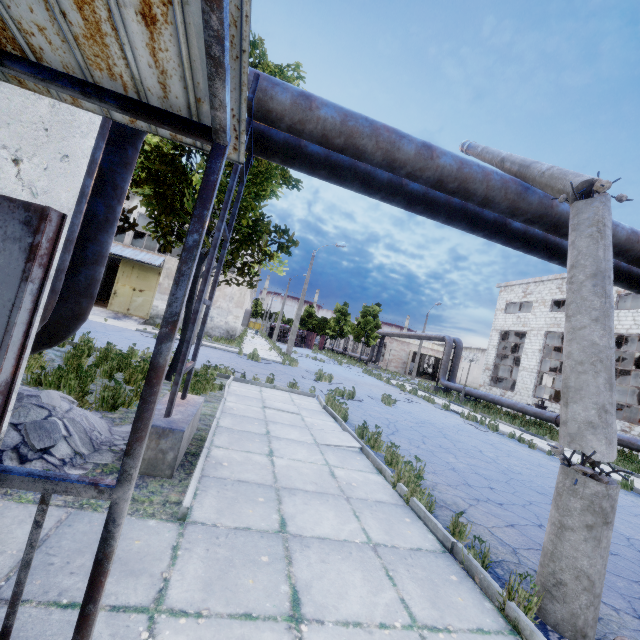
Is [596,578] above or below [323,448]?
above

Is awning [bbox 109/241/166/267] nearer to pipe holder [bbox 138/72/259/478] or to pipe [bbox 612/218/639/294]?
pipe [bbox 612/218/639/294]

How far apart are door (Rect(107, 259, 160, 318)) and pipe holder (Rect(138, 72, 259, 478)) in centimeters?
2102cm

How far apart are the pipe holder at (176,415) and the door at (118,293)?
21.02m

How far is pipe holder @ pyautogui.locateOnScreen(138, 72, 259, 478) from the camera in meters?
3.8 m

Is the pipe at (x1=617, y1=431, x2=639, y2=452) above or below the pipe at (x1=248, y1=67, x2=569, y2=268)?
below

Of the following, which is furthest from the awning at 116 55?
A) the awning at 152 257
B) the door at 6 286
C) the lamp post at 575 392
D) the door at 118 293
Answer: the door at 118 293
